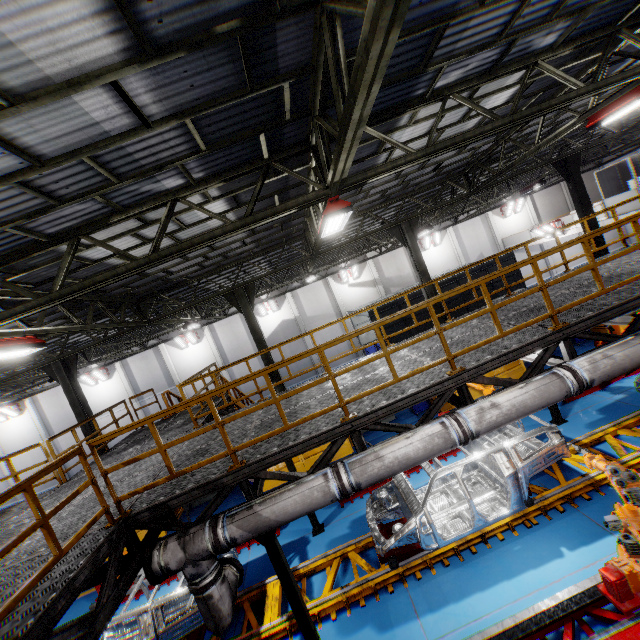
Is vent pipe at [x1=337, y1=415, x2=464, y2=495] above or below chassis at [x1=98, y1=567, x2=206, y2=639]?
above

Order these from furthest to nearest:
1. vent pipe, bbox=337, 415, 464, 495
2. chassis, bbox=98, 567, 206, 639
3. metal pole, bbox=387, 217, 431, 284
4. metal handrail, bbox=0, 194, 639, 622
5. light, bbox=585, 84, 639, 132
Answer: metal pole, bbox=387, 217, 431, 284 → light, bbox=585, 84, 639, 132 → chassis, bbox=98, 567, 206, 639 → vent pipe, bbox=337, 415, 464, 495 → metal handrail, bbox=0, 194, 639, 622

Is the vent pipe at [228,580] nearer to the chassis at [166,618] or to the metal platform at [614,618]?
the chassis at [166,618]

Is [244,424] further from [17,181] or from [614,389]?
[614,389]

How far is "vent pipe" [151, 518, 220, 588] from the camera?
4.66m

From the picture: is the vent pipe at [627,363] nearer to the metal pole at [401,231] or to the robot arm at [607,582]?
the robot arm at [607,582]

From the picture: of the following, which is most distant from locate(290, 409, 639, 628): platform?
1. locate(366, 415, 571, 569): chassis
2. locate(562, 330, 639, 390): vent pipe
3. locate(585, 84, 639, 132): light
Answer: locate(585, 84, 639, 132): light

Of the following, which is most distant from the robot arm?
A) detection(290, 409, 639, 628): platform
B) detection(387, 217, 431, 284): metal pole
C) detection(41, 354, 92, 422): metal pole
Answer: detection(41, 354, 92, 422): metal pole
